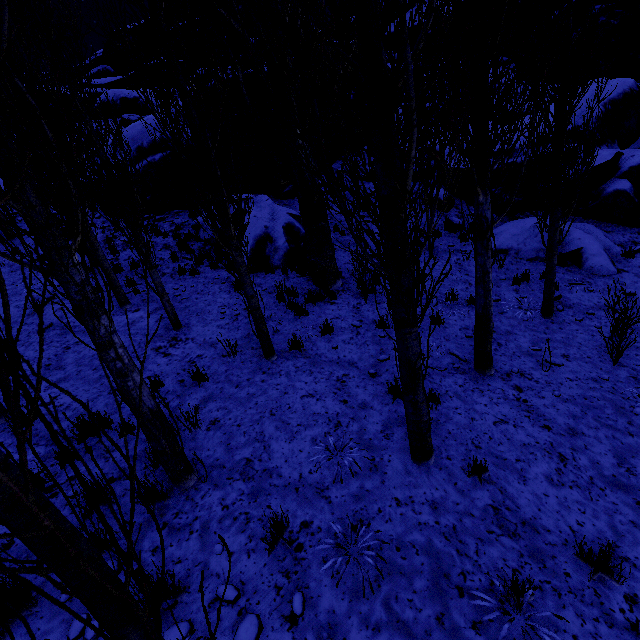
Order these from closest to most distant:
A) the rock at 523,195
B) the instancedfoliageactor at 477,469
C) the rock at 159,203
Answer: the instancedfoliageactor at 477,469, the rock at 523,195, the rock at 159,203

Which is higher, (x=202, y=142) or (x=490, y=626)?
(x=202, y=142)

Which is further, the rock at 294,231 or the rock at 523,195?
the rock at 523,195

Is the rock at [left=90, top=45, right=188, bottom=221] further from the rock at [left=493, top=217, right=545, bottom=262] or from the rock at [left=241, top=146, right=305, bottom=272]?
the rock at [left=241, top=146, right=305, bottom=272]

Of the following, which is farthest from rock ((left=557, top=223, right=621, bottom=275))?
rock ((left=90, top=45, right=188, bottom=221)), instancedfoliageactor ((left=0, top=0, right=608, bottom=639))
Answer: rock ((left=90, top=45, right=188, bottom=221))

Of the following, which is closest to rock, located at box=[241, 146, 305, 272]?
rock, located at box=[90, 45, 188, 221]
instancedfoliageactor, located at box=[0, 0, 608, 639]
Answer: instancedfoliageactor, located at box=[0, 0, 608, 639]

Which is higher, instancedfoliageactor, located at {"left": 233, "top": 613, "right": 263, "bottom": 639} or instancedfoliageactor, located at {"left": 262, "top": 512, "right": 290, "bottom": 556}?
instancedfoliageactor, located at {"left": 262, "top": 512, "right": 290, "bottom": 556}

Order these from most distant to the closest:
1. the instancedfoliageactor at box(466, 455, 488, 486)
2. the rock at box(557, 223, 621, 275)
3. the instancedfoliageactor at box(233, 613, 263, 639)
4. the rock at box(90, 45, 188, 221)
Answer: the rock at box(90, 45, 188, 221)
the rock at box(557, 223, 621, 275)
the instancedfoliageactor at box(466, 455, 488, 486)
the instancedfoliageactor at box(233, 613, 263, 639)
